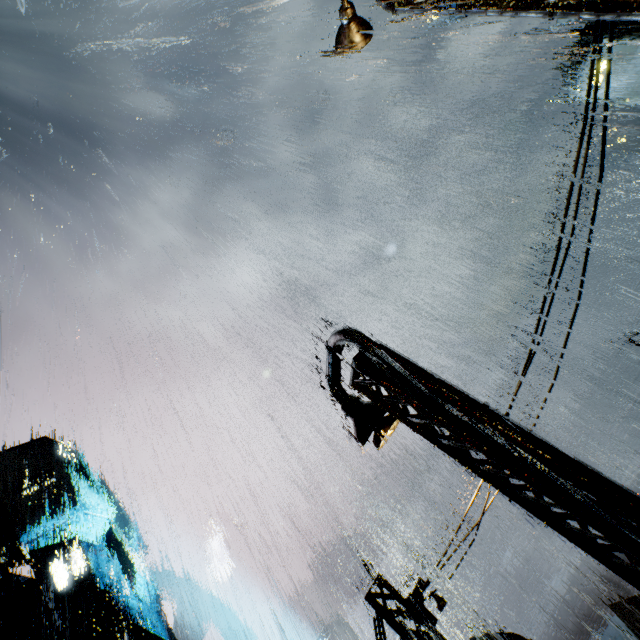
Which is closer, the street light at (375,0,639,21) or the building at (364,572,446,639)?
the street light at (375,0,639,21)

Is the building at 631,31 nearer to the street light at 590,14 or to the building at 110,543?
the building at 110,543

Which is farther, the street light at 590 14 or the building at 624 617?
the building at 624 617

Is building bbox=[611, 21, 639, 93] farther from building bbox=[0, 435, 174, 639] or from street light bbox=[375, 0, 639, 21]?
street light bbox=[375, 0, 639, 21]

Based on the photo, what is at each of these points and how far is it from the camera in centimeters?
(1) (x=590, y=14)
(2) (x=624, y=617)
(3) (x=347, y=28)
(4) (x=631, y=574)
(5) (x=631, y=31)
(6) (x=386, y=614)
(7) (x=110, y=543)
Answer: (1) street light, 337cm
(2) building, 2545cm
(3) light, 651cm
(4) street light, 390cm
(5) building, 5866cm
(6) building, 798cm
(7) building, 5588cm

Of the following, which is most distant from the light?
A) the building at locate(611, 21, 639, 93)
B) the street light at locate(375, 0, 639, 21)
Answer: the building at locate(611, 21, 639, 93)

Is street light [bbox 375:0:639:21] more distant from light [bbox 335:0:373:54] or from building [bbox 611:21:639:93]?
building [bbox 611:21:639:93]
